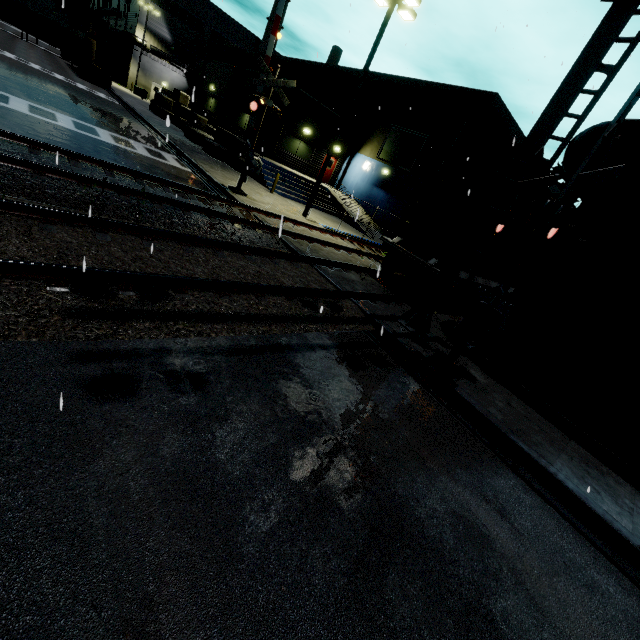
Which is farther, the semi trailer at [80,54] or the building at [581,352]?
the semi trailer at [80,54]

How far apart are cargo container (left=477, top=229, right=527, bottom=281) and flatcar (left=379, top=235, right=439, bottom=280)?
0.0 meters

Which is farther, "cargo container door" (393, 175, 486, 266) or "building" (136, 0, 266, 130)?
"building" (136, 0, 266, 130)

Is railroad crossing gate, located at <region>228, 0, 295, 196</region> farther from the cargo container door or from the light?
the cargo container door

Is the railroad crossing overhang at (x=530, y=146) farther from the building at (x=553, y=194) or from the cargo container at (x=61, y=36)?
the cargo container at (x=61, y=36)

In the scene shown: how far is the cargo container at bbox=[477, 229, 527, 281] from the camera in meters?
12.1 m

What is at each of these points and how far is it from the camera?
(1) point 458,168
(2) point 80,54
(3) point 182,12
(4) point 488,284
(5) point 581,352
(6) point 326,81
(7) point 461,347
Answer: (1) building, 21.8m
(2) semi trailer, 31.8m
(3) building, 44.2m
(4) flatcar, 13.2m
(5) building, 8.3m
(6) building, 30.8m
(7) railroad crossing gate, 7.2m
